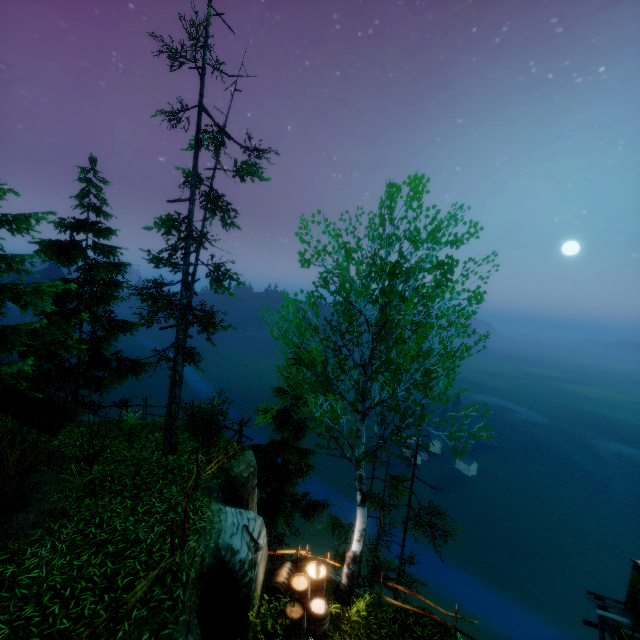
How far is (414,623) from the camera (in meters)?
9.91

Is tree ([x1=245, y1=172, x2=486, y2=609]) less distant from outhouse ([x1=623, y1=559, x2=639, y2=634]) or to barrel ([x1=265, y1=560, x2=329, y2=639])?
barrel ([x1=265, y1=560, x2=329, y2=639])

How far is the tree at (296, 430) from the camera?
8.3 meters

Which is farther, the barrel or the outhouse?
the outhouse

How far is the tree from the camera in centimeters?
827cm

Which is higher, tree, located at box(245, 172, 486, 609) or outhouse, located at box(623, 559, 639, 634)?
tree, located at box(245, 172, 486, 609)

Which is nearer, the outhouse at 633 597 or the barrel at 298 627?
the barrel at 298 627

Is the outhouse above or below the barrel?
below
